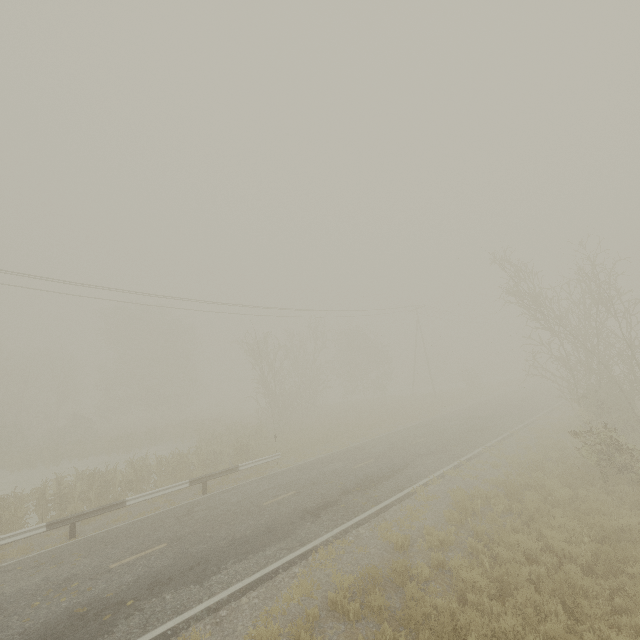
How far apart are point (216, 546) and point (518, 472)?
11.93m
